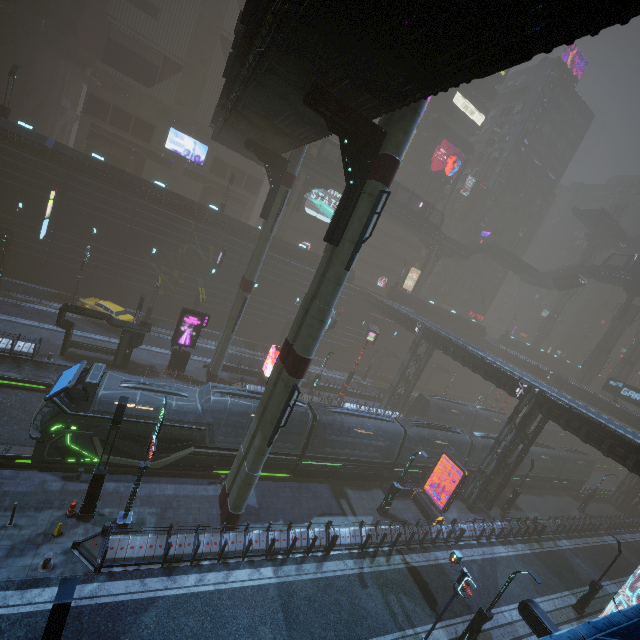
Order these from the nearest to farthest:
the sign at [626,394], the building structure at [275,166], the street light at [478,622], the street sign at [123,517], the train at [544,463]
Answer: the street sign at [123,517] → the street light at [478,622] → the building structure at [275,166] → the train at [544,463] → the sign at [626,394]

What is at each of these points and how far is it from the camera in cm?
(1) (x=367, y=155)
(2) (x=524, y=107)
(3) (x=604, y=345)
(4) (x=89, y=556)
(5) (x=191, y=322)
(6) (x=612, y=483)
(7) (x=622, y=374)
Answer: (1) building structure, 1295
(2) building, 5994
(3) sm, 5428
(4) barrier, 1277
(5) sign, 2677
(6) train rail, 5425
(7) sm, 5944

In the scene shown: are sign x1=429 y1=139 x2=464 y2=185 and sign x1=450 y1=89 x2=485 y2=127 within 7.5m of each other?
yes

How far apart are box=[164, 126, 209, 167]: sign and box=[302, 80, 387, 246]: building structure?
41.46m

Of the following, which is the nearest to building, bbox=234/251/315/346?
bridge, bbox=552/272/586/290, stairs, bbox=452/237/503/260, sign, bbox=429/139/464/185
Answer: sign, bbox=429/139/464/185

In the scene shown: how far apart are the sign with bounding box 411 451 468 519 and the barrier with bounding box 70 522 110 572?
20.30m

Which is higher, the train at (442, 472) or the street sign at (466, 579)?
the street sign at (466, 579)

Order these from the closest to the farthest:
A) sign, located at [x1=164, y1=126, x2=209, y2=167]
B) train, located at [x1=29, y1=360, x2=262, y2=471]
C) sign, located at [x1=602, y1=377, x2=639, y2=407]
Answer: train, located at [x1=29, y1=360, x2=262, y2=471]
sign, located at [x1=602, y1=377, x2=639, y2=407]
sign, located at [x1=164, y1=126, x2=209, y2=167]
